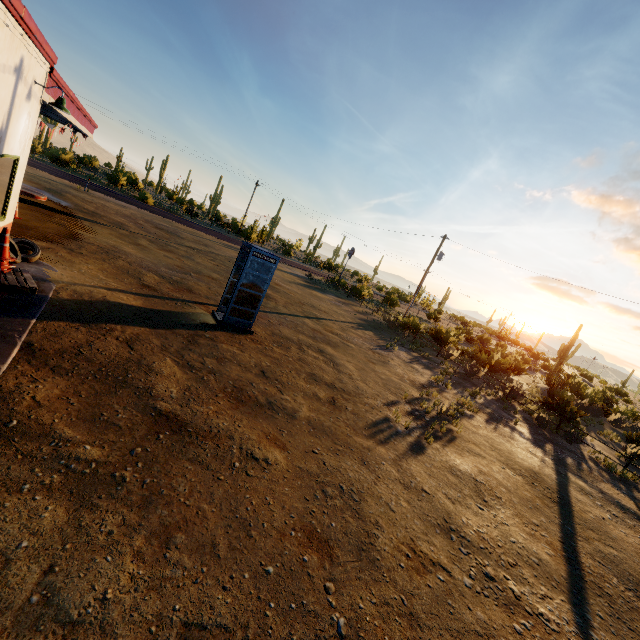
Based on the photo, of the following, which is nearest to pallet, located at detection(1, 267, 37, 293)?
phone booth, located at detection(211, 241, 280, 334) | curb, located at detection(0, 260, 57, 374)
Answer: curb, located at detection(0, 260, 57, 374)

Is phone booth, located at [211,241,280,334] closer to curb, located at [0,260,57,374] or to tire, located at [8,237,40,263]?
curb, located at [0,260,57,374]

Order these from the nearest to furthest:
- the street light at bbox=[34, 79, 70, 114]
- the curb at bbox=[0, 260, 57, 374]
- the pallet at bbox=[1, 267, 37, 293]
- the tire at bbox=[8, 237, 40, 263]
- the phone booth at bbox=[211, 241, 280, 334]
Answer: the curb at bbox=[0, 260, 57, 374], the pallet at bbox=[1, 267, 37, 293], the street light at bbox=[34, 79, 70, 114], the tire at bbox=[8, 237, 40, 263], the phone booth at bbox=[211, 241, 280, 334]

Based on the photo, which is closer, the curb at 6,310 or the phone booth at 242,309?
the curb at 6,310

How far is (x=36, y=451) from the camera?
3.7 meters

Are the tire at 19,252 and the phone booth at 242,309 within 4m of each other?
no

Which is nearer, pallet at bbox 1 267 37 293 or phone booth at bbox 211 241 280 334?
pallet at bbox 1 267 37 293

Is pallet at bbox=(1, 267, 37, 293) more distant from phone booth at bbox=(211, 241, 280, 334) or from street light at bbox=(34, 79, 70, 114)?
phone booth at bbox=(211, 241, 280, 334)
